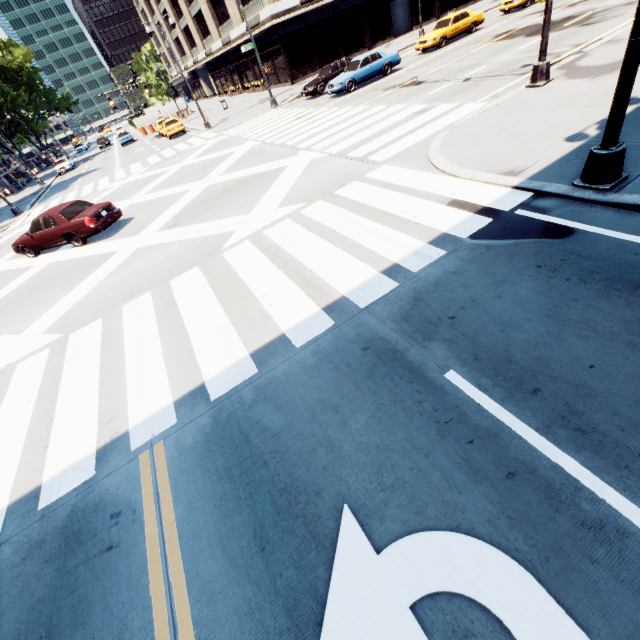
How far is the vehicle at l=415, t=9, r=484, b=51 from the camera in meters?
22.2 m

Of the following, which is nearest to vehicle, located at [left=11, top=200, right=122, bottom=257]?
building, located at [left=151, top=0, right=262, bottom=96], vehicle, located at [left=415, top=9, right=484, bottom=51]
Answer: vehicle, located at [left=415, top=9, right=484, bottom=51]

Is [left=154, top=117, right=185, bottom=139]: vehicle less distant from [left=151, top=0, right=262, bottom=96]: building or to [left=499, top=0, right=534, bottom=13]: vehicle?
[left=151, top=0, right=262, bottom=96]: building

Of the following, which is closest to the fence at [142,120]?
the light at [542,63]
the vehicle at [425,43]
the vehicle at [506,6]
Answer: the vehicle at [425,43]

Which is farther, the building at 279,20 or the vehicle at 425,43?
the building at 279,20

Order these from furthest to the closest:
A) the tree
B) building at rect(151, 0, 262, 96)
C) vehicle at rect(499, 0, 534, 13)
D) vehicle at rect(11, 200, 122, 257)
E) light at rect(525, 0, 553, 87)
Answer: the tree < building at rect(151, 0, 262, 96) < vehicle at rect(499, 0, 534, 13) < vehicle at rect(11, 200, 122, 257) < light at rect(525, 0, 553, 87)

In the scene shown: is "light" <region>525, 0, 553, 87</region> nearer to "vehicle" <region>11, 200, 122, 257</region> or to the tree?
"vehicle" <region>11, 200, 122, 257</region>

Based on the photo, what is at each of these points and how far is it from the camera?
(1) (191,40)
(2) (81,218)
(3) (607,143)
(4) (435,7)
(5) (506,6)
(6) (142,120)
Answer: (1) building, 54.9m
(2) vehicle, 12.4m
(3) light, 5.3m
(4) building, 36.5m
(5) vehicle, 24.5m
(6) fence, 45.5m
